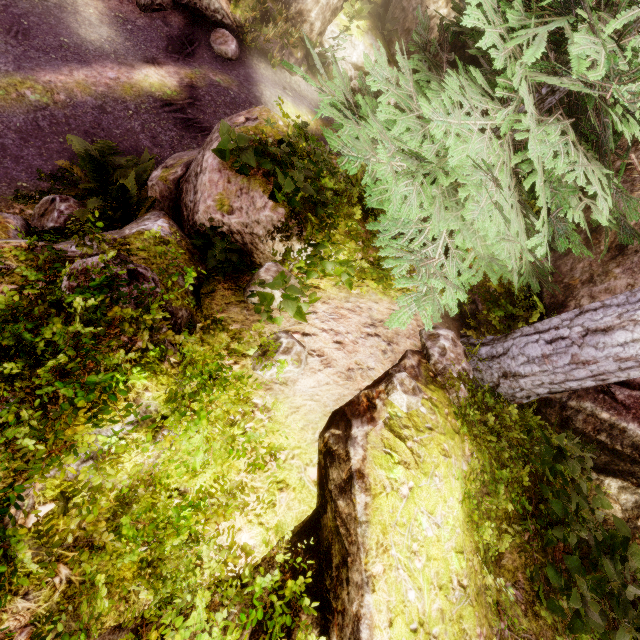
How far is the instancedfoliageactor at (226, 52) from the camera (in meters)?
10.61

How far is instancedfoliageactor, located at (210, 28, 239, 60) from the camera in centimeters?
1061cm

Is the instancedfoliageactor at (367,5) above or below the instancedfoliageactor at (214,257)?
below

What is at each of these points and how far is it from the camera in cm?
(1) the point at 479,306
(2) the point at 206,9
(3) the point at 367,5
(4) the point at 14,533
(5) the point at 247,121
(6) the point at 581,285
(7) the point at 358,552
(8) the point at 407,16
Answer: (1) rock, 504
(2) rock, 1039
(3) instancedfoliageactor, 1315
(4) instancedfoliageactor, 204
(5) rock, 493
(6) rock, 467
(7) rock, 233
(8) rock, 1434

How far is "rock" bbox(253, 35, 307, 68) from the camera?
11.7 meters

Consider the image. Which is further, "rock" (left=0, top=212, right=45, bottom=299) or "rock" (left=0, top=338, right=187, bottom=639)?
"rock" (left=0, top=212, right=45, bottom=299)

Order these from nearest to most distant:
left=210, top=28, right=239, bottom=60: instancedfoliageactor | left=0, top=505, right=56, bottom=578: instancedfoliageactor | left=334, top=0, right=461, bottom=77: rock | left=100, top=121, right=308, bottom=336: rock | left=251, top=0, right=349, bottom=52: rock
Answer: left=0, top=505, right=56, bottom=578: instancedfoliageactor, left=100, top=121, right=308, bottom=336: rock, left=210, top=28, right=239, bottom=60: instancedfoliageactor, left=251, top=0, right=349, bottom=52: rock, left=334, top=0, right=461, bottom=77: rock
